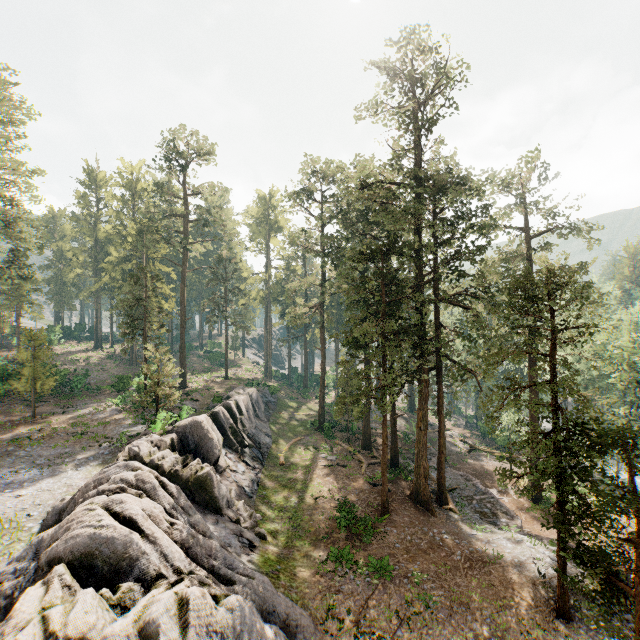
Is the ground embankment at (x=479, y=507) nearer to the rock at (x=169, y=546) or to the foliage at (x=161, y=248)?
the foliage at (x=161, y=248)

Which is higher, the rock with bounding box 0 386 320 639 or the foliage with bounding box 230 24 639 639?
the foliage with bounding box 230 24 639 639

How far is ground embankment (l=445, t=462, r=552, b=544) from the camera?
21.0m

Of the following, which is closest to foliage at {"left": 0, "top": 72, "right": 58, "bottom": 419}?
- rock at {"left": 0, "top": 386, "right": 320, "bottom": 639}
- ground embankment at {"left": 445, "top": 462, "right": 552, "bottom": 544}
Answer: ground embankment at {"left": 445, "top": 462, "right": 552, "bottom": 544}

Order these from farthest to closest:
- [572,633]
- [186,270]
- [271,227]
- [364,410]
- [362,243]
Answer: [271,227] < [186,270] < [362,243] < [364,410] < [572,633]

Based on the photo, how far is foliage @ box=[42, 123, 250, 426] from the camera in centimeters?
3086cm

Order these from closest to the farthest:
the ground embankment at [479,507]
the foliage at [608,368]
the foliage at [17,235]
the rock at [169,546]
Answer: the rock at [169,546] < the foliage at [608,368] < the ground embankment at [479,507] < the foliage at [17,235]

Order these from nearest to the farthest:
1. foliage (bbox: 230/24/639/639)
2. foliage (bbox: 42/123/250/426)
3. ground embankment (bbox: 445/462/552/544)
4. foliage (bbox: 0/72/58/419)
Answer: foliage (bbox: 230/24/639/639), ground embankment (bbox: 445/462/552/544), foliage (bbox: 0/72/58/419), foliage (bbox: 42/123/250/426)
